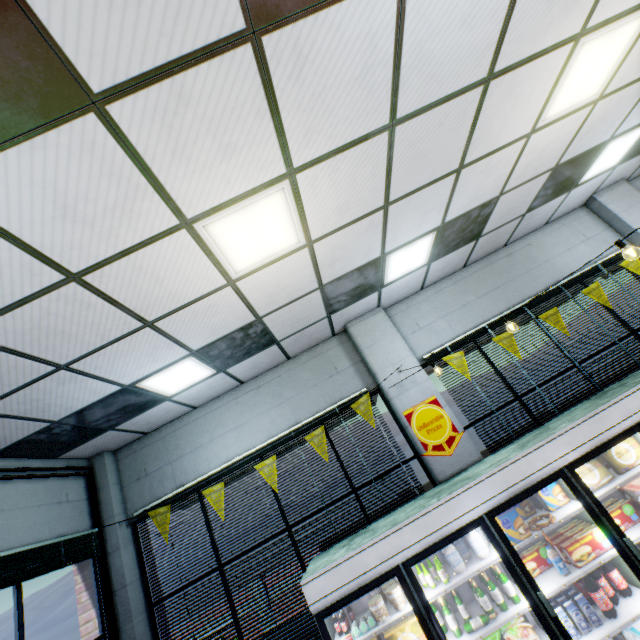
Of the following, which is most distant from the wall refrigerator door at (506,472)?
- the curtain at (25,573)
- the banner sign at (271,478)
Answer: the curtain at (25,573)

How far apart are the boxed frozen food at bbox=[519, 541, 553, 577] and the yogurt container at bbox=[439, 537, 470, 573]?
0.60m

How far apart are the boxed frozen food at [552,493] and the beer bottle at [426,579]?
1.36m

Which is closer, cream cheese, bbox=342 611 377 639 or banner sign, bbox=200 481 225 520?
cream cheese, bbox=342 611 377 639

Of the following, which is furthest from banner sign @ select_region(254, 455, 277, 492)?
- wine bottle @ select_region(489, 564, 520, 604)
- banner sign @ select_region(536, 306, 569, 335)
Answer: banner sign @ select_region(536, 306, 569, 335)

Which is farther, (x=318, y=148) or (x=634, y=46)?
(x=634, y=46)

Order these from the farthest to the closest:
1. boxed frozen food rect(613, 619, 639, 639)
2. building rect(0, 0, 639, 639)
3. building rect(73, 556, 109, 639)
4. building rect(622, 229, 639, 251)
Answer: building rect(622, 229, 639, 251) < building rect(73, 556, 109, 639) < boxed frozen food rect(613, 619, 639, 639) < building rect(0, 0, 639, 639)

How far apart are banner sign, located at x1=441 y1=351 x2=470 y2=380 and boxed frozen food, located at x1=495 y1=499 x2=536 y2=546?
1.7m
